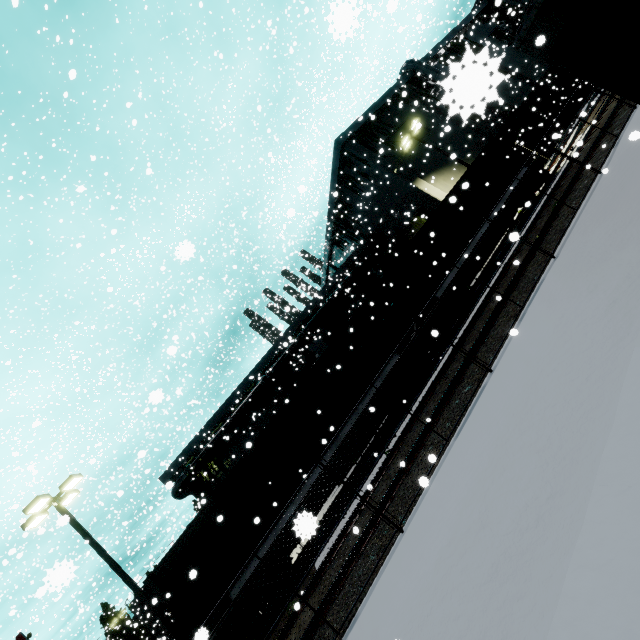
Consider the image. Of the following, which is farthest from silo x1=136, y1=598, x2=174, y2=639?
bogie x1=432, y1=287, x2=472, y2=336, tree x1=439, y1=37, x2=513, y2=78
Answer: tree x1=439, y1=37, x2=513, y2=78

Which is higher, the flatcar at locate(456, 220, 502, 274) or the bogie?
the flatcar at locate(456, 220, 502, 274)

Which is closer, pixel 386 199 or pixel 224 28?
pixel 224 28

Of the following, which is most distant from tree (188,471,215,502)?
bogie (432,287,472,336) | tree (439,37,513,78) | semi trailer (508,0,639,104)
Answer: tree (439,37,513,78)

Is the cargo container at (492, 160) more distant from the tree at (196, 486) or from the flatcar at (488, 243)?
the tree at (196, 486)

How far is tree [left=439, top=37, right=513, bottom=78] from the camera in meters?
0.7 m

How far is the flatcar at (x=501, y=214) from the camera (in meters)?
16.14

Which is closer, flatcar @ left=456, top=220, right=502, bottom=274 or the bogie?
the bogie
